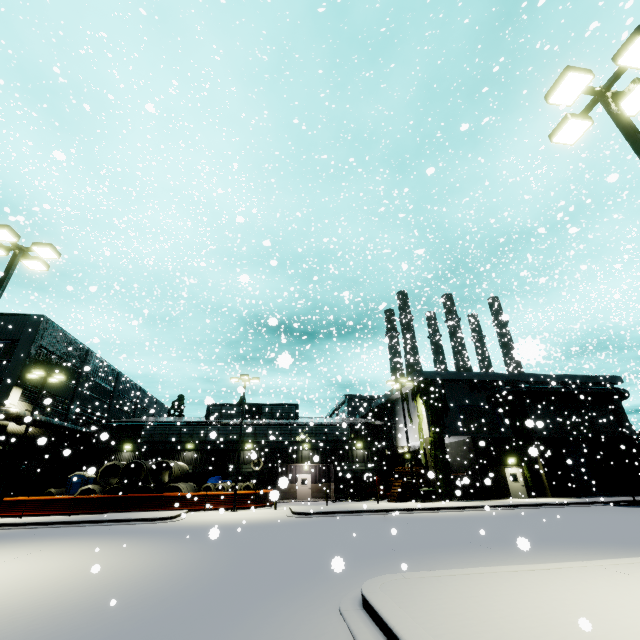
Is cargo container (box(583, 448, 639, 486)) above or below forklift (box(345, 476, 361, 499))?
above

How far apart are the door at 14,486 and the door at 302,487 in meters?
23.7

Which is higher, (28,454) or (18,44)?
(18,44)

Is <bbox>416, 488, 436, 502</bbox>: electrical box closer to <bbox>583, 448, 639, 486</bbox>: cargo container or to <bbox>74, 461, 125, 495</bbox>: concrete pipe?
<bbox>583, 448, 639, 486</bbox>: cargo container

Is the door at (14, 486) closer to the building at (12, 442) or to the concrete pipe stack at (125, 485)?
the building at (12, 442)

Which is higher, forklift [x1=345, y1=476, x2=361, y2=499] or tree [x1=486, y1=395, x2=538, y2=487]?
tree [x1=486, y1=395, x2=538, y2=487]

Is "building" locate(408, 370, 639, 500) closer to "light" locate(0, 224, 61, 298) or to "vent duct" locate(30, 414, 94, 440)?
"vent duct" locate(30, 414, 94, 440)

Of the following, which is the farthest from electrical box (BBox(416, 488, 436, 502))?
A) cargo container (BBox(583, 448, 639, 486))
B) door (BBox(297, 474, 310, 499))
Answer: door (BBox(297, 474, 310, 499))
